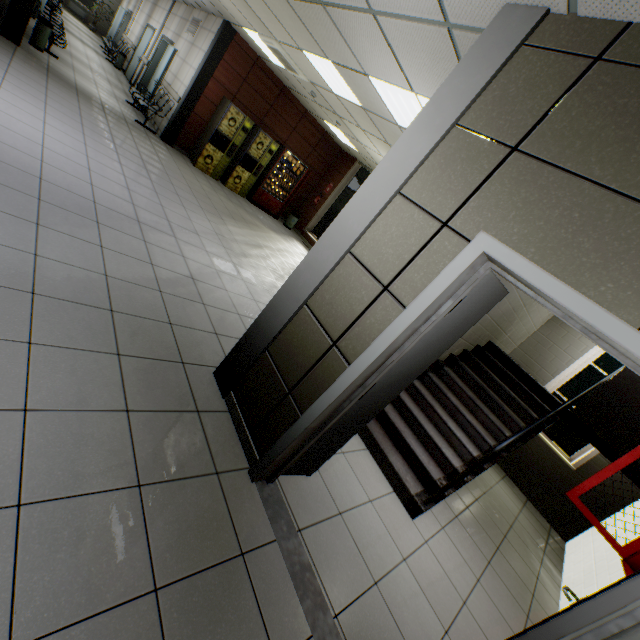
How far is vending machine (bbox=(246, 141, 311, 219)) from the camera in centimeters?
1003cm

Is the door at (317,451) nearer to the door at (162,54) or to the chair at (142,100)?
the chair at (142,100)

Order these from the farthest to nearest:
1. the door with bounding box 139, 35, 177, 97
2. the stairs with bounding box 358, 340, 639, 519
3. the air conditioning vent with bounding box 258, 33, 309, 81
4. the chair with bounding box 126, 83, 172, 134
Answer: the door with bounding box 139, 35, 177, 97 → the chair with bounding box 126, 83, 172, 134 → the air conditioning vent with bounding box 258, 33, 309, 81 → the stairs with bounding box 358, 340, 639, 519

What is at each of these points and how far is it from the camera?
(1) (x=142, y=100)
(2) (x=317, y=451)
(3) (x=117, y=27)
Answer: (1) chair, 8.62m
(2) door, 2.47m
(3) door, 16.81m

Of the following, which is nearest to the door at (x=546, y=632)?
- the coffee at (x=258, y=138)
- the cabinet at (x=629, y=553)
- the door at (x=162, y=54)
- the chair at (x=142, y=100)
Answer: the cabinet at (x=629, y=553)

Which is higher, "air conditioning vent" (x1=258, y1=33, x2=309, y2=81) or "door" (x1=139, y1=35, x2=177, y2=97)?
"air conditioning vent" (x1=258, y1=33, x2=309, y2=81)

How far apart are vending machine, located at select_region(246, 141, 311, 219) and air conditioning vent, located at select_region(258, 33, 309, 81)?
2.46m

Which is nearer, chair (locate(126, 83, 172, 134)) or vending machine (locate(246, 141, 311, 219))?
chair (locate(126, 83, 172, 134))
